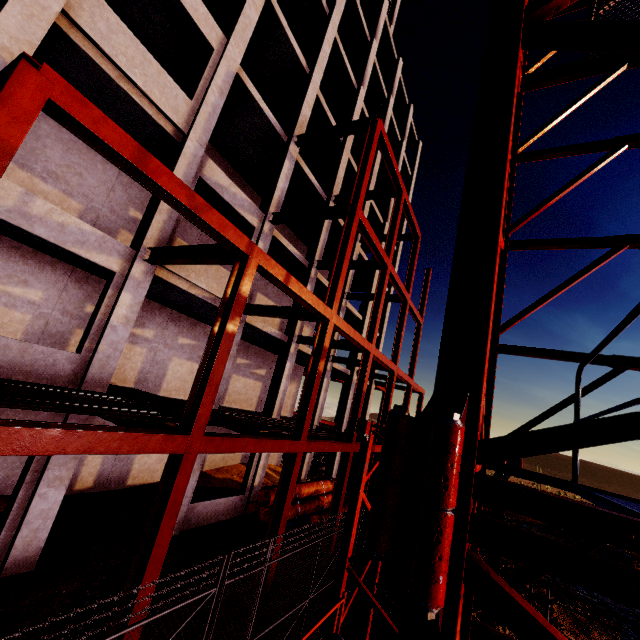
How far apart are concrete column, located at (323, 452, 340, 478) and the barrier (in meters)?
18.85

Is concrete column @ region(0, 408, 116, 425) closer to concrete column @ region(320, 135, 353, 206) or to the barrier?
concrete column @ region(320, 135, 353, 206)

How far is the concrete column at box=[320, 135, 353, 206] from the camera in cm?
1739

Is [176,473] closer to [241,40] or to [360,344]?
[360,344]

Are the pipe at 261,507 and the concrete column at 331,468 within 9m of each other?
yes

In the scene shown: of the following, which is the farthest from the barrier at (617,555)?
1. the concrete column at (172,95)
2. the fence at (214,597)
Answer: the concrete column at (172,95)

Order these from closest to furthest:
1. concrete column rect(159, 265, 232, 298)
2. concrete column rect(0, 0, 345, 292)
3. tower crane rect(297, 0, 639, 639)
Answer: tower crane rect(297, 0, 639, 639), concrete column rect(0, 0, 345, 292), concrete column rect(159, 265, 232, 298)

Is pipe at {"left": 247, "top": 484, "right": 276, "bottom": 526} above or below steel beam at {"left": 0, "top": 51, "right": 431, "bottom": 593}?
below
